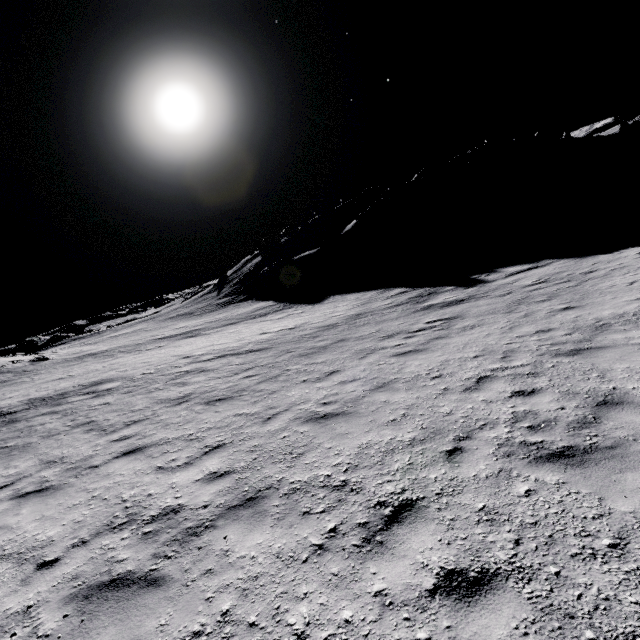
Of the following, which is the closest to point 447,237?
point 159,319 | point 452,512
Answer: point 452,512

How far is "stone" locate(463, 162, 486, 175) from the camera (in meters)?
57.46

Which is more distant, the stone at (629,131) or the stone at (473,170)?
the stone at (473,170)

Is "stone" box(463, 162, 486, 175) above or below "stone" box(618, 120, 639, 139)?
above

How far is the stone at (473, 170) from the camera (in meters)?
57.46

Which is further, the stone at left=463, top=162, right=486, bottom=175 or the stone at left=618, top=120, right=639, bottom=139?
the stone at left=463, top=162, right=486, bottom=175
